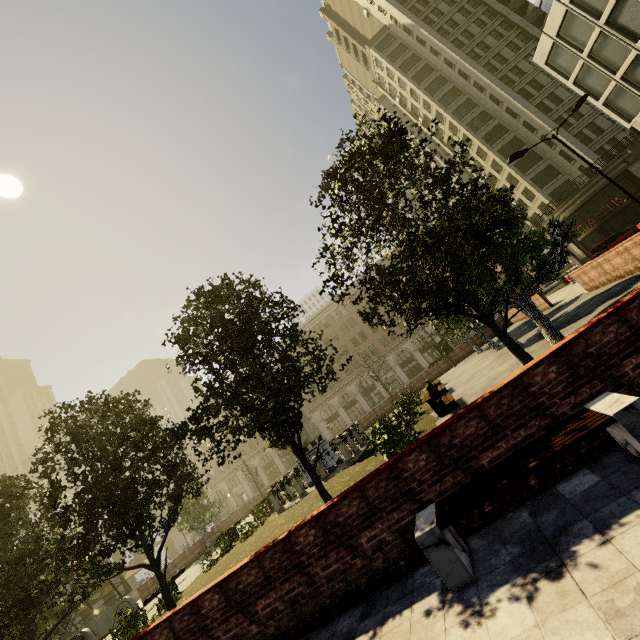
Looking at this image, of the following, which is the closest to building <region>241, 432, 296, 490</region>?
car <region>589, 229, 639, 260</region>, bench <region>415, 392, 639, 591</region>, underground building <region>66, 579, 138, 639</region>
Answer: underground building <region>66, 579, 138, 639</region>

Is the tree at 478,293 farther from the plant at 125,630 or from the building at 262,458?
the building at 262,458

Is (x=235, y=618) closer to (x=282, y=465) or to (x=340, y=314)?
(x=340, y=314)

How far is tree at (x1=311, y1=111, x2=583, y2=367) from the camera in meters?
6.8 m

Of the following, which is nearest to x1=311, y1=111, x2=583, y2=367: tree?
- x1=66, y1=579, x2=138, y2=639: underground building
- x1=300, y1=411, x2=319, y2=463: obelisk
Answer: x1=66, y1=579, x2=138, y2=639: underground building

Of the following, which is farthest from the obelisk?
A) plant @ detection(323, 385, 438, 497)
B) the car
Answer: the car

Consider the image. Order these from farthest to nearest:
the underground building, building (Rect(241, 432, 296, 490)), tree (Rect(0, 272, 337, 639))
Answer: building (Rect(241, 432, 296, 490)), the underground building, tree (Rect(0, 272, 337, 639))

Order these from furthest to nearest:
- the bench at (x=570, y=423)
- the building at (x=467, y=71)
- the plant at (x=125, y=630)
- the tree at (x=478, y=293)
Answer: the building at (x=467, y=71) < the plant at (x=125, y=630) < the tree at (x=478, y=293) < the bench at (x=570, y=423)
